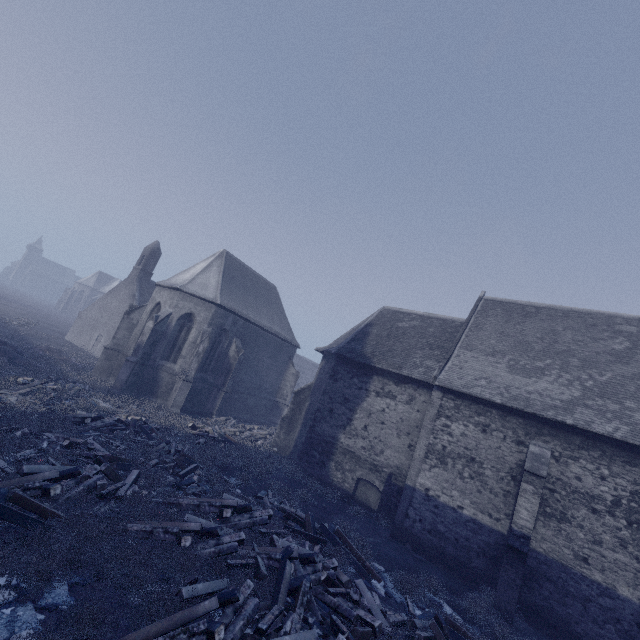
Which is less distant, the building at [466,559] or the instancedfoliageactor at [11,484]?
the instancedfoliageactor at [11,484]

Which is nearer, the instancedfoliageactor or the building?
the instancedfoliageactor

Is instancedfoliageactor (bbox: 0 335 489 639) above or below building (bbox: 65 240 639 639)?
below

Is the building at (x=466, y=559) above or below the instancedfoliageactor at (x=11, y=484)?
above

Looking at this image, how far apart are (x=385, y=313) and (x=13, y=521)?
19.4m
